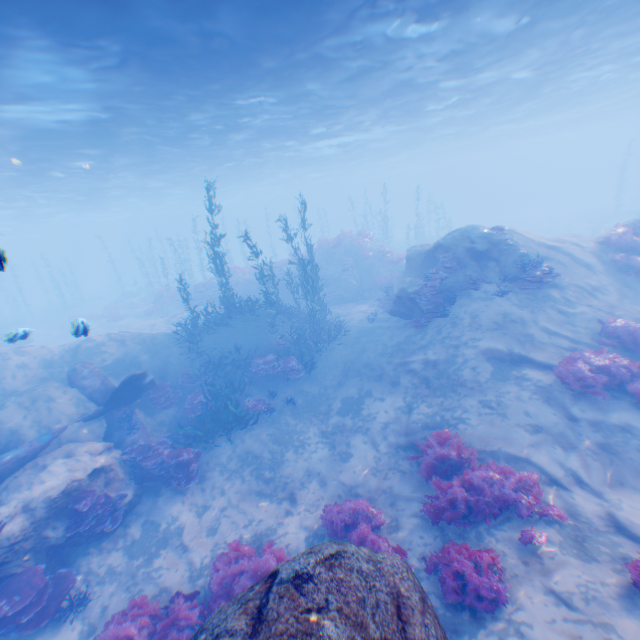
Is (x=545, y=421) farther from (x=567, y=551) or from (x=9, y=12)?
(x=9, y=12)

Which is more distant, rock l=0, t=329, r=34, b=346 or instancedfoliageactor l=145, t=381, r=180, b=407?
instancedfoliageactor l=145, t=381, r=180, b=407

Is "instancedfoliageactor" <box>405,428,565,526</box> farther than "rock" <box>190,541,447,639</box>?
Yes

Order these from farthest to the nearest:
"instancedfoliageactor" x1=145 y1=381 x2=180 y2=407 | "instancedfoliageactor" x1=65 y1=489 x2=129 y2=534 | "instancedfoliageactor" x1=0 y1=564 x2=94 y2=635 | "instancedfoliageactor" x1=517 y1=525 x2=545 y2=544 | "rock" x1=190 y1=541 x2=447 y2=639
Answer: "instancedfoliageactor" x1=145 y1=381 x2=180 y2=407 → "instancedfoliageactor" x1=65 y1=489 x2=129 y2=534 → "instancedfoliageactor" x1=0 y1=564 x2=94 y2=635 → "instancedfoliageactor" x1=517 y1=525 x2=545 y2=544 → "rock" x1=190 y1=541 x2=447 y2=639

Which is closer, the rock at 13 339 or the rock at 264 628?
the rock at 264 628

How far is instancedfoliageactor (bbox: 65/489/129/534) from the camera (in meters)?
8.76

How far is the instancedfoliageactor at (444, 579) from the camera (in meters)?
5.27

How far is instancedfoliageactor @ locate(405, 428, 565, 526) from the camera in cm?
Result: 677
